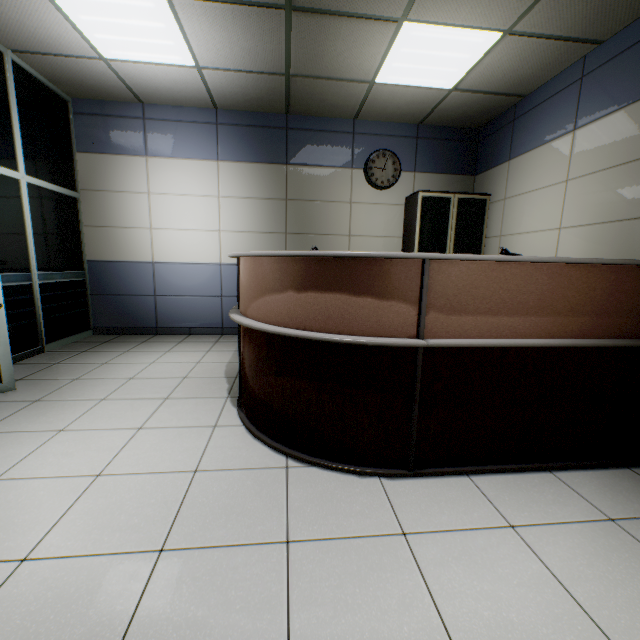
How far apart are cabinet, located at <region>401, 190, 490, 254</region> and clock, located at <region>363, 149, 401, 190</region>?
0.3m

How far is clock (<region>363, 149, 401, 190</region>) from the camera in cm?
486

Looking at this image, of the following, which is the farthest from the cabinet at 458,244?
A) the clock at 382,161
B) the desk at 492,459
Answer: the desk at 492,459

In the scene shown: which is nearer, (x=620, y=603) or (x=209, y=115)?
(x=620, y=603)

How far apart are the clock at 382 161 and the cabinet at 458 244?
0.3m

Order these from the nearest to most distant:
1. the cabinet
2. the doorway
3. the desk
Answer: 1. the desk
2. the doorway
3. the cabinet

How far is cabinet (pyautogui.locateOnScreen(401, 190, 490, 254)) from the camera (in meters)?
4.60

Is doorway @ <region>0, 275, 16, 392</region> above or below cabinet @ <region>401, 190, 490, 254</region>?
below
